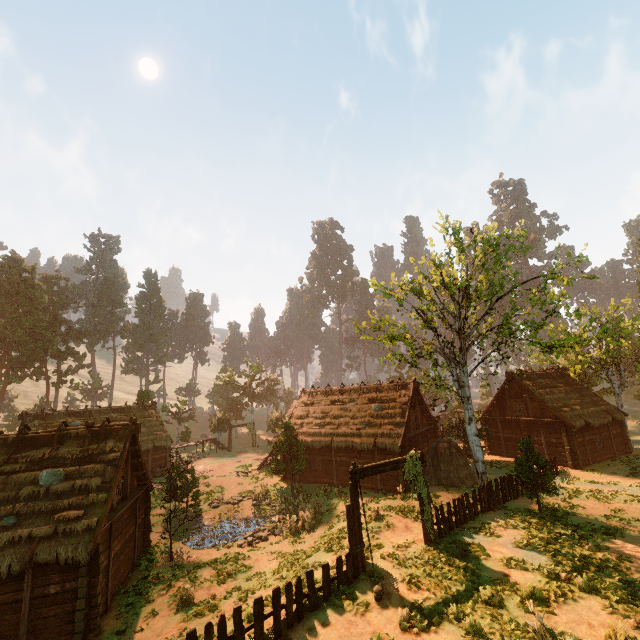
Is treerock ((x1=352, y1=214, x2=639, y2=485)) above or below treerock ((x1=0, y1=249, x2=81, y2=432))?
below

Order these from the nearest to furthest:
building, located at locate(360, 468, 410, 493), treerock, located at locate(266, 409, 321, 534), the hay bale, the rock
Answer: the rock < treerock, located at locate(266, 409, 321, 534) < the hay bale < building, located at locate(360, 468, 410, 493)

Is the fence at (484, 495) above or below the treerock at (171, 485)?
above

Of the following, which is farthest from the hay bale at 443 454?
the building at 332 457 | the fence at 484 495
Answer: the fence at 484 495

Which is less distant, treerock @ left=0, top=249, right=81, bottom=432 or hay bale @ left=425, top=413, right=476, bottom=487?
hay bale @ left=425, top=413, right=476, bottom=487

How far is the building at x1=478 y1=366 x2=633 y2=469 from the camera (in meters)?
26.44

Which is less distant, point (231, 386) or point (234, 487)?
point (234, 487)

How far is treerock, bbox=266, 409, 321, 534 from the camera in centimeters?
2084cm
